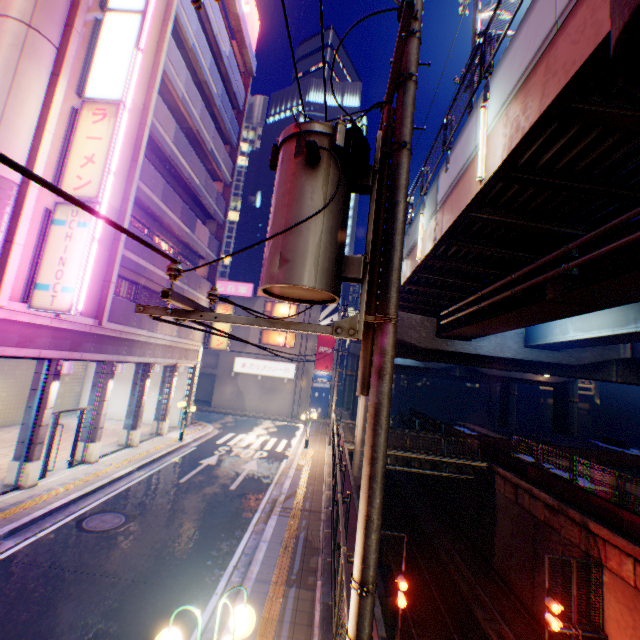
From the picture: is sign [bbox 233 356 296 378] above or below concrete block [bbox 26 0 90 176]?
below

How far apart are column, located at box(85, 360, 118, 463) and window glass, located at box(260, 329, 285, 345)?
19.3m

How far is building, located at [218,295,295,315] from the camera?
33.3m

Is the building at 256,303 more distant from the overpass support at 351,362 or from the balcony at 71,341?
the balcony at 71,341

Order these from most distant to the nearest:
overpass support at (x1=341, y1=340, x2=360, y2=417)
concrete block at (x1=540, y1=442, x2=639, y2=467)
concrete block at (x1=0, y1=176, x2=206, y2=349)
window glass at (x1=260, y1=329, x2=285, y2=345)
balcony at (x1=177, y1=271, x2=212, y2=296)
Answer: overpass support at (x1=341, y1=340, x2=360, y2=417)
window glass at (x1=260, y1=329, x2=285, y2=345)
concrete block at (x1=540, y1=442, x2=639, y2=467)
balcony at (x1=177, y1=271, x2=212, y2=296)
concrete block at (x1=0, y1=176, x2=206, y2=349)

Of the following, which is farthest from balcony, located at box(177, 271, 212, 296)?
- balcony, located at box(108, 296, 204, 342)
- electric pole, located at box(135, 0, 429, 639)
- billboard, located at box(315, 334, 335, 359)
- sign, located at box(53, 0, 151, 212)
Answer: billboard, located at box(315, 334, 335, 359)

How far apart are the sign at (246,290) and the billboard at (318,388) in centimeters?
992cm

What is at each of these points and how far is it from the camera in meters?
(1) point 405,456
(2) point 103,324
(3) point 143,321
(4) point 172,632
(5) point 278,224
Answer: (1) bridge, 22.0
(2) concrete block, 12.5
(3) balcony, 15.3
(4) street lamp, 3.4
(5) electric pole, 3.0
